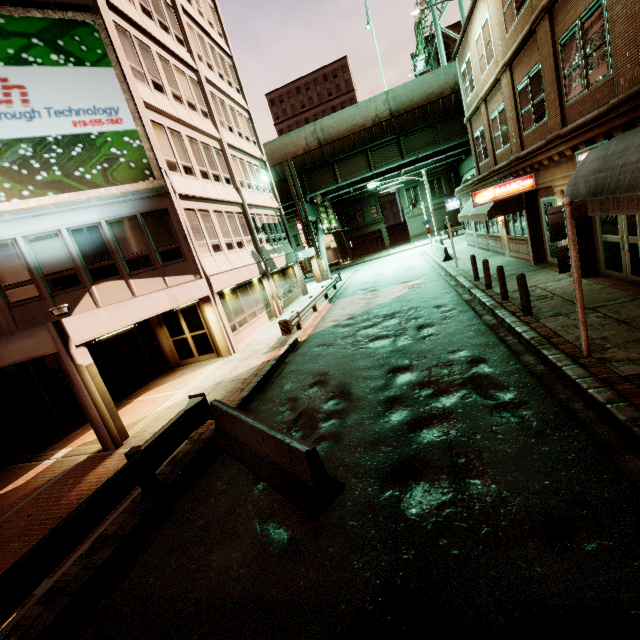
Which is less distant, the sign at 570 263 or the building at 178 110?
the sign at 570 263

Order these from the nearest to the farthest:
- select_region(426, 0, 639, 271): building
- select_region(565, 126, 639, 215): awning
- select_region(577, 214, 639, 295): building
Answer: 1. select_region(565, 126, 639, 215): awning
2. select_region(426, 0, 639, 271): building
3. select_region(577, 214, 639, 295): building

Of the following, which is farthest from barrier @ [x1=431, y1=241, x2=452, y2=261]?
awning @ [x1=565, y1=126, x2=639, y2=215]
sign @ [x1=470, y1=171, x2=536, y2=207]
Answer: awning @ [x1=565, y1=126, x2=639, y2=215]

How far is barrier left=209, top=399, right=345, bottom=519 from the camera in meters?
4.8 m

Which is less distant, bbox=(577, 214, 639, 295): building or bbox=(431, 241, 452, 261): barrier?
bbox=(577, 214, 639, 295): building

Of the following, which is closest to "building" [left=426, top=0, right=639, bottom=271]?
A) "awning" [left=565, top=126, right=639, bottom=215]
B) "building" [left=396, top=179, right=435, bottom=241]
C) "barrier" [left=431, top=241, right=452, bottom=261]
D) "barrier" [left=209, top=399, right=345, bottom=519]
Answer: "awning" [left=565, top=126, right=639, bottom=215]

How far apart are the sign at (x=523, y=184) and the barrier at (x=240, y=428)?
12.0m

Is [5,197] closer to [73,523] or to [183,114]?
[183,114]
